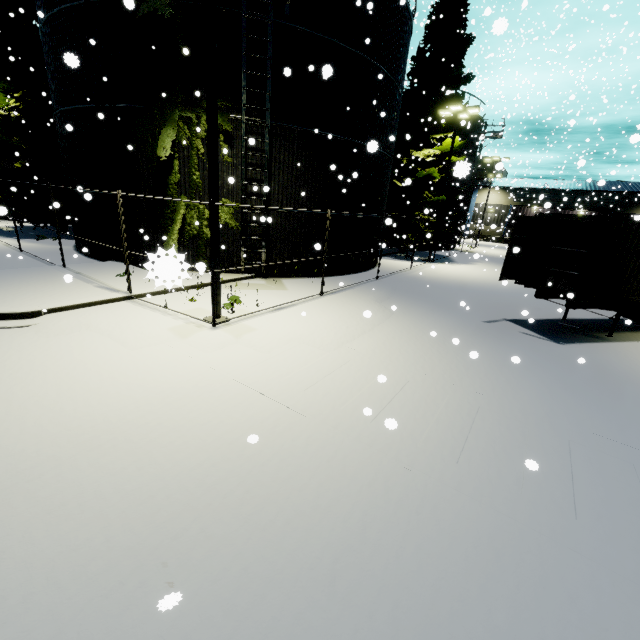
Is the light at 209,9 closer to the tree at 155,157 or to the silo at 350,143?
the tree at 155,157

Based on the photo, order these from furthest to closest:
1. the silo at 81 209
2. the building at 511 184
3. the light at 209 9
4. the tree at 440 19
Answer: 1. the building at 511 184
2. the tree at 440 19
3. the silo at 81 209
4. the light at 209 9

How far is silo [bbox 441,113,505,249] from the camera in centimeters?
2567cm

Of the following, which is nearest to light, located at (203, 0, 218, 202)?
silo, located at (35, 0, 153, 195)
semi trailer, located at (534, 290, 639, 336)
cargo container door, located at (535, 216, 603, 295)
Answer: silo, located at (35, 0, 153, 195)

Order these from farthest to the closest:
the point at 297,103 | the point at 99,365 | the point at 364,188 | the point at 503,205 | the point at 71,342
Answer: the point at 503,205 < the point at 364,188 < the point at 297,103 < the point at 71,342 < the point at 99,365

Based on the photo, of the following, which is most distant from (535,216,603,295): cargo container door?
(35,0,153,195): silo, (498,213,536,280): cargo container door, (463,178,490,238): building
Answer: (463,178,490,238): building

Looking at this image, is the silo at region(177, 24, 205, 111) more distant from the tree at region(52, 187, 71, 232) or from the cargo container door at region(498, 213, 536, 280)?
the cargo container door at region(498, 213, 536, 280)

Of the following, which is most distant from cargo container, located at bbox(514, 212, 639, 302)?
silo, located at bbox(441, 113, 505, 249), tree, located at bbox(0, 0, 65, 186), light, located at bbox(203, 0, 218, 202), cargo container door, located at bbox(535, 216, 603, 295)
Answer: silo, located at bbox(441, 113, 505, 249)
